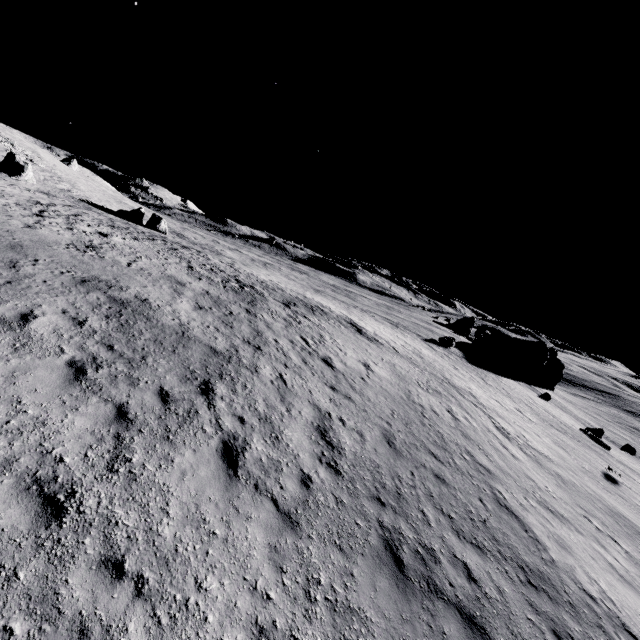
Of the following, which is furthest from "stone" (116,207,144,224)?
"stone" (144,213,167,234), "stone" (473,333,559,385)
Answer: "stone" (473,333,559,385)

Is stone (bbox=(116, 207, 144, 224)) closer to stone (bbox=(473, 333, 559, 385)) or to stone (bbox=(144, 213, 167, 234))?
stone (bbox=(144, 213, 167, 234))

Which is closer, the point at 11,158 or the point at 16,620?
the point at 16,620

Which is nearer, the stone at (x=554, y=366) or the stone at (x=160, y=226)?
the stone at (x=160, y=226)

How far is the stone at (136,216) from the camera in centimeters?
4050cm

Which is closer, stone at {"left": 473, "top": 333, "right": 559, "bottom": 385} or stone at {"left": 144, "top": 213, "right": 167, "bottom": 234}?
stone at {"left": 144, "top": 213, "right": 167, "bottom": 234}

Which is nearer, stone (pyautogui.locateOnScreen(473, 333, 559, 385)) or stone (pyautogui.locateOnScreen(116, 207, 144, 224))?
stone (pyautogui.locateOnScreen(116, 207, 144, 224))
